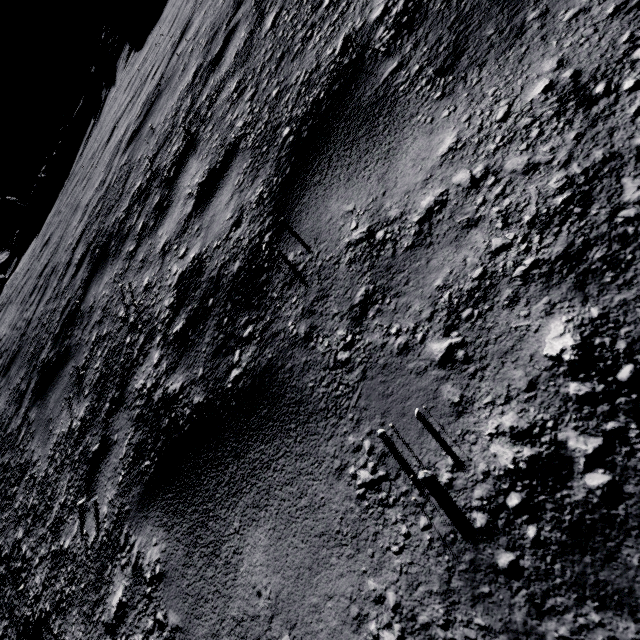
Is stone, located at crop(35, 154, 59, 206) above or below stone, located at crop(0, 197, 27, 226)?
below

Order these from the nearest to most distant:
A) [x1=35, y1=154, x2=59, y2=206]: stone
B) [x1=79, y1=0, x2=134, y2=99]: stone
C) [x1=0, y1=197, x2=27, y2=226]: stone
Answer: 1. [x1=79, y1=0, x2=134, y2=99]: stone
2. [x1=35, y1=154, x2=59, y2=206]: stone
3. [x1=0, y1=197, x2=27, y2=226]: stone

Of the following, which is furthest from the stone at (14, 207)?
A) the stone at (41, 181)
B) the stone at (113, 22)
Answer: the stone at (113, 22)

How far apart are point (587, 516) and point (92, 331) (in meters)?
4.35

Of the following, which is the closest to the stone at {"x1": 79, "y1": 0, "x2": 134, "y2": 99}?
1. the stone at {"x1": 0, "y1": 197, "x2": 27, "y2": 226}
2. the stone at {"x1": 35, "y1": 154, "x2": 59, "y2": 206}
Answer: the stone at {"x1": 35, "y1": 154, "x2": 59, "y2": 206}

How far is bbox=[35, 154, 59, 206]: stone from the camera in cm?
4138

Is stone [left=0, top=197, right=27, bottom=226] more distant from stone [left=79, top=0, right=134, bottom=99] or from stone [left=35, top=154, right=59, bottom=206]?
stone [left=79, top=0, right=134, bottom=99]
